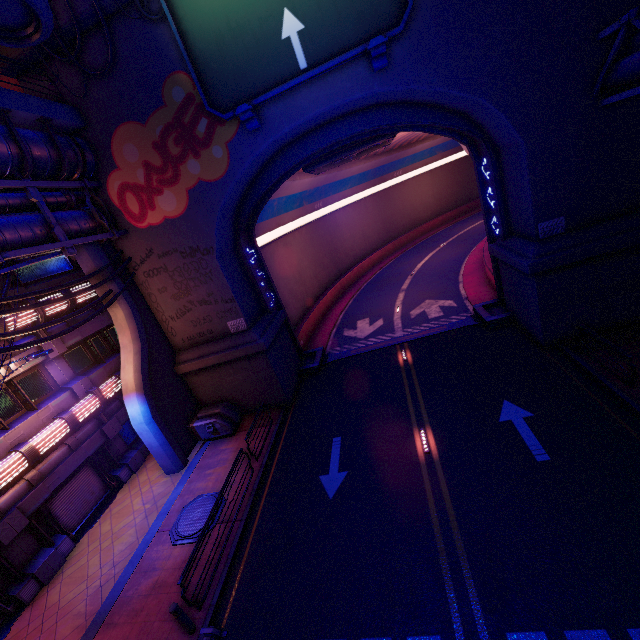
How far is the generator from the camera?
15.92m

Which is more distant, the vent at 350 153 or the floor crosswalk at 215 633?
the vent at 350 153

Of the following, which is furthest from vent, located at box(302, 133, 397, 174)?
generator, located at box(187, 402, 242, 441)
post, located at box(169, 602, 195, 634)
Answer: post, located at box(169, 602, 195, 634)

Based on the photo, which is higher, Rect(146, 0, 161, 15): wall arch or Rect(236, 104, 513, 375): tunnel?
Rect(146, 0, 161, 15): wall arch

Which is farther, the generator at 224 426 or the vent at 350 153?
the vent at 350 153

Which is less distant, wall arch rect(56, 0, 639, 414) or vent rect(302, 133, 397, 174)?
wall arch rect(56, 0, 639, 414)

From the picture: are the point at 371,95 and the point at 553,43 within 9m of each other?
yes

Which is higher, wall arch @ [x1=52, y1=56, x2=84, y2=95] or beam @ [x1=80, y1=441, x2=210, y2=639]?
wall arch @ [x1=52, y1=56, x2=84, y2=95]
